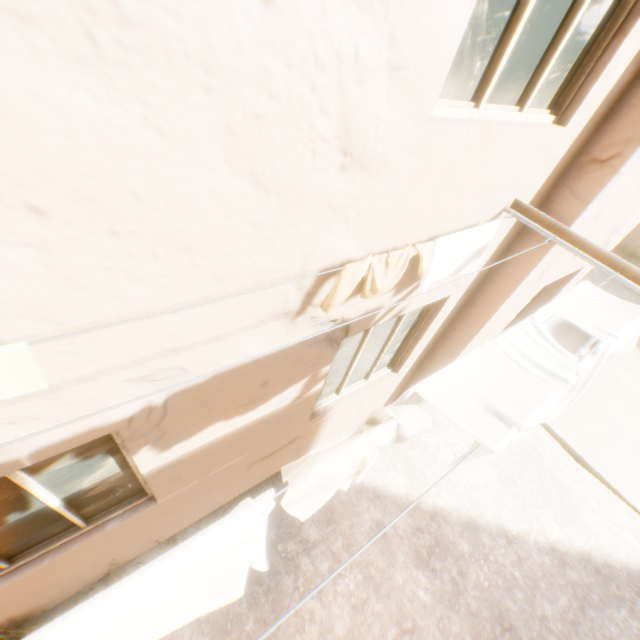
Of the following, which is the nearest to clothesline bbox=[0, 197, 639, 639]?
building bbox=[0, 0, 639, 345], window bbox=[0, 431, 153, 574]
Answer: building bbox=[0, 0, 639, 345]

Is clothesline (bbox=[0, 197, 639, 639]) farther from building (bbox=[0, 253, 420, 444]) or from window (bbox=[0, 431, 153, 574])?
window (bbox=[0, 431, 153, 574])

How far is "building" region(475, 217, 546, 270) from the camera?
3.0 meters

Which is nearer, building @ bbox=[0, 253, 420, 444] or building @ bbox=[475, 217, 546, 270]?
building @ bbox=[0, 253, 420, 444]

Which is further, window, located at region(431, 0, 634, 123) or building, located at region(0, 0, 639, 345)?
window, located at region(431, 0, 634, 123)

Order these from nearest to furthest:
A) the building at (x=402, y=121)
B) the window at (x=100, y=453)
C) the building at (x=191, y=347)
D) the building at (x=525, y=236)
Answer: the building at (x=402, y=121)
the building at (x=191, y=347)
the window at (x=100, y=453)
the building at (x=525, y=236)

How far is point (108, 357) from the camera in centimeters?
142cm

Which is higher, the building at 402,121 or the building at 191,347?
the building at 402,121
